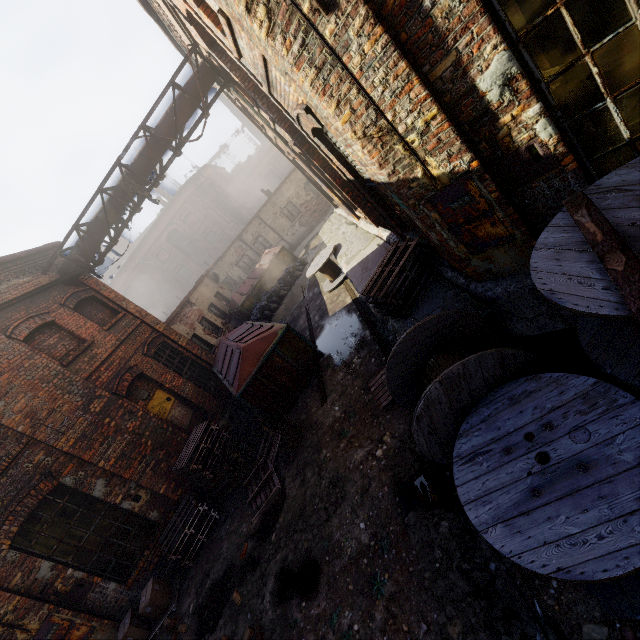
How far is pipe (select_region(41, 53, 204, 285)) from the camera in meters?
8.6

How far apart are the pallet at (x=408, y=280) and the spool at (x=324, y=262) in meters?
5.1 m

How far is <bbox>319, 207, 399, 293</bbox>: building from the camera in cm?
789

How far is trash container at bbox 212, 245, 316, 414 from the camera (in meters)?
8.07

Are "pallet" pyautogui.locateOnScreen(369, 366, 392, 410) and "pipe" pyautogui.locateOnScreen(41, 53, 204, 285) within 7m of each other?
no

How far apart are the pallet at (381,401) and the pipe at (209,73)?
8.3 meters

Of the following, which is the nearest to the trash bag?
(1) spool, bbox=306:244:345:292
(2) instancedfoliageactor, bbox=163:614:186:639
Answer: (1) spool, bbox=306:244:345:292

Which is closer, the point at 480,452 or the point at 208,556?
the point at 480,452
